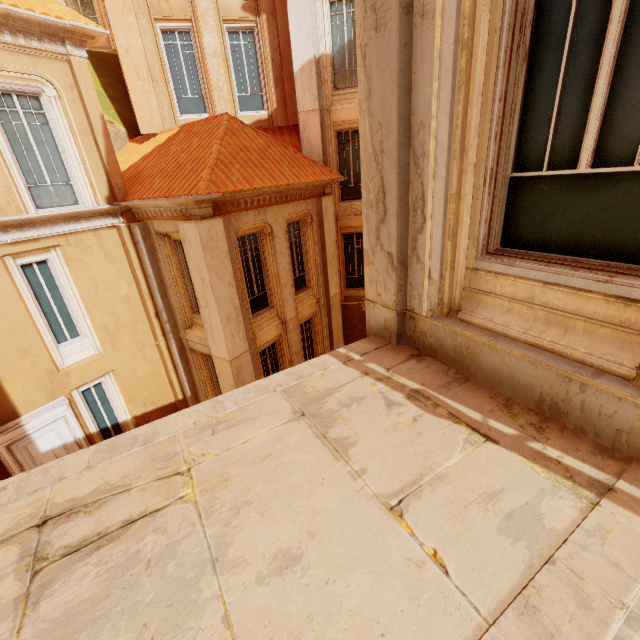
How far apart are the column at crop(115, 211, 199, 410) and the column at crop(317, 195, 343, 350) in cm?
564

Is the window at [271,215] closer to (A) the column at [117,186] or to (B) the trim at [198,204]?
(B) the trim at [198,204]

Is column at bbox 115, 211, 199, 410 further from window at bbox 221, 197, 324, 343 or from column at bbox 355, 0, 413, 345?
column at bbox 355, 0, 413, 345

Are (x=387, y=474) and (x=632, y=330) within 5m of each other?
yes

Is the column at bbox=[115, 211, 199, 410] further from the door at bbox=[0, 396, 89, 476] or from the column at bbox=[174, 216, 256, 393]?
the door at bbox=[0, 396, 89, 476]

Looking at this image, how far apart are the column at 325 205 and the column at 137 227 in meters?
5.6

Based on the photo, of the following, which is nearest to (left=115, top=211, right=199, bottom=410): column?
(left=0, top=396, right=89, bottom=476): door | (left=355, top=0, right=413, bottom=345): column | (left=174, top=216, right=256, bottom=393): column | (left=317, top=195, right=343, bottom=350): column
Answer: (left=174, top=216, right=256, bottom=393): column

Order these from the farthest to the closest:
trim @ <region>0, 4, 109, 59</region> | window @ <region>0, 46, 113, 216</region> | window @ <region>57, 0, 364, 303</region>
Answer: window @ <region>57, 0, 364, 303</region> < window @ <region>0, 46, 113, 216</region> < trim @ <region>0, 4, 109, 59</region>
